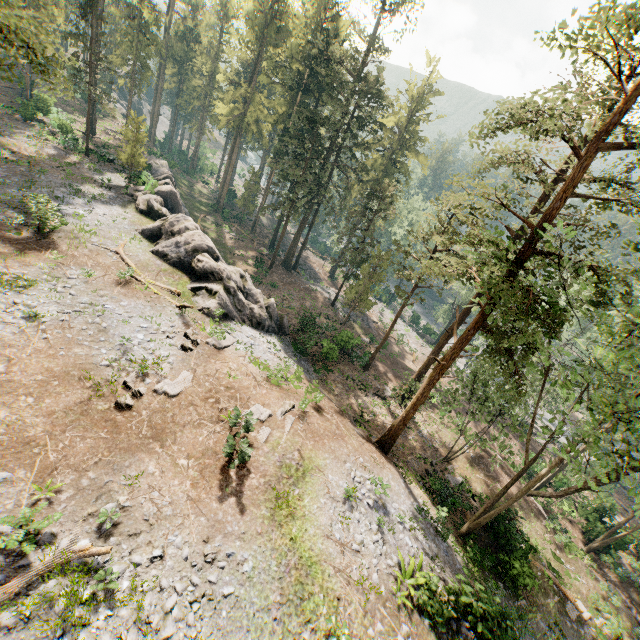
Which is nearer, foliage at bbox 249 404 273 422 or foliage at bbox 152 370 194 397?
foliage at bbox 152 370 194 397

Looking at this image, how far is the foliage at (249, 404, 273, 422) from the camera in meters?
16.2 m

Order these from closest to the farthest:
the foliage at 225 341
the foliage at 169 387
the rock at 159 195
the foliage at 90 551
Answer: the foliage at 90 551 → the foliage at 169 387 → the foliage at 225 341 → the rock at 159 195

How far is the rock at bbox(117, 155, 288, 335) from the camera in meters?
23.5 m

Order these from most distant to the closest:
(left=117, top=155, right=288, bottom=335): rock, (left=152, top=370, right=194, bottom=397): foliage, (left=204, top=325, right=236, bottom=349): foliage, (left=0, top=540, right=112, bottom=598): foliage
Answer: (left=117, top=155, right=288, bottom=335): rock < (left=204, top=325, right=236, bottom=349): foliage < (left=152, top=370, right=194, bottom=397): foliage < (left=0, top=540, right=112, bottom=598): foliage

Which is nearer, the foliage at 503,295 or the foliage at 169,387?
the foliage at 503,295

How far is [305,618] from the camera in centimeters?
1049cm
